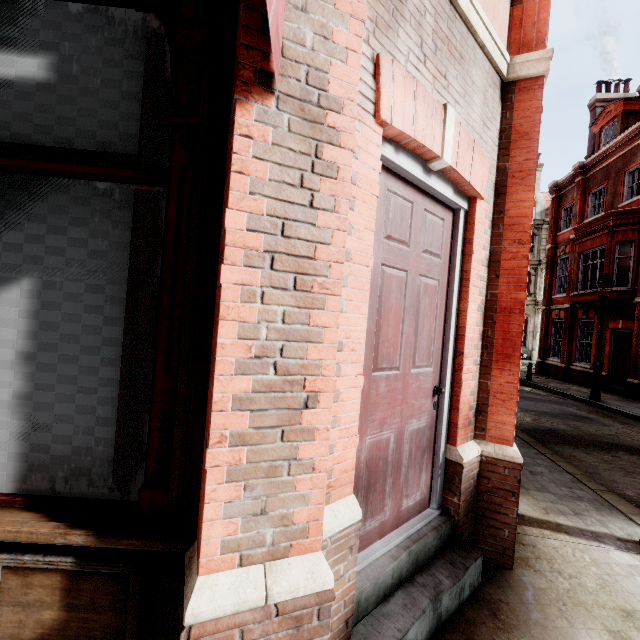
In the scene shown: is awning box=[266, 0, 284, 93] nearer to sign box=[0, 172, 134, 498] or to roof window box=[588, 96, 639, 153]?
sign box=[0, 172, 134, 498]

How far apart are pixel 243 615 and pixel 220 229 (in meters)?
1.54

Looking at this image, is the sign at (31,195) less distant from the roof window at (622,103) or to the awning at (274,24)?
the awning at (274,24)

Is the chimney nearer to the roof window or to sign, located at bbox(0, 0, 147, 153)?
the roof window

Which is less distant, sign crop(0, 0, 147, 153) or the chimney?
sign crop(0, 0, 147, 153)

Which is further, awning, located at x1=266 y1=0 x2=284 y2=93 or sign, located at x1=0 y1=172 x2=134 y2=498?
sign, located at x1=0 y1=172 x2=134 y2=498

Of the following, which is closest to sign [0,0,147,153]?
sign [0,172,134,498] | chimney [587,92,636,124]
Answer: sign [0,172,134,498]

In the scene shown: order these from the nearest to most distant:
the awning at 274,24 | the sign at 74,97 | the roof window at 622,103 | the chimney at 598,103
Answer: the awning at 274,24 < the sign at 74,97 < the roof window at 622,103 < the chimney at 598,103
